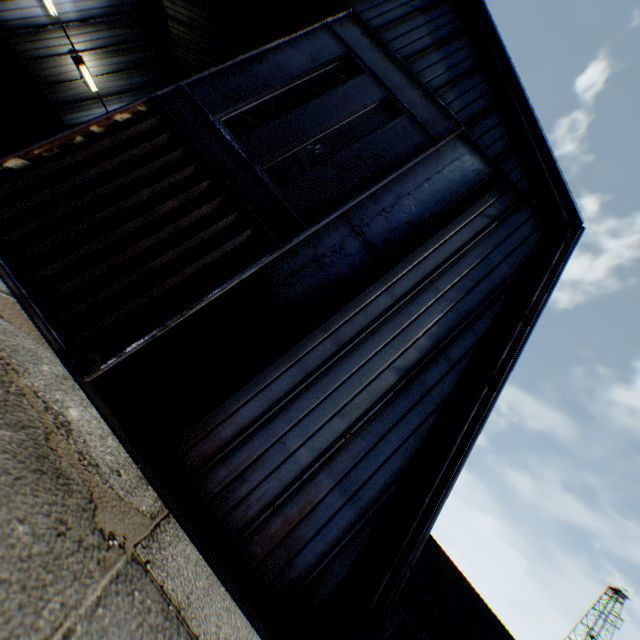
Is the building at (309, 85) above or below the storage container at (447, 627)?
above

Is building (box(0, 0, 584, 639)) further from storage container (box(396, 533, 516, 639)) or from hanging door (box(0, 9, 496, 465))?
storage container (box(396, 533, 516, 639))

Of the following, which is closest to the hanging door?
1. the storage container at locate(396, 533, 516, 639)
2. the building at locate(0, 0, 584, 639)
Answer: the building at locate(0, 0, 584, 639)

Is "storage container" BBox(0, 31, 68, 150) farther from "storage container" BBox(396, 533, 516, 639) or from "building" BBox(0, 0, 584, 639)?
"storage container" BBox(396, 533, 516, 639)

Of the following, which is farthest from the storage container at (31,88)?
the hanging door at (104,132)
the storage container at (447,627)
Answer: the storage container at (447,627)

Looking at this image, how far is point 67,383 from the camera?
5.0 meters

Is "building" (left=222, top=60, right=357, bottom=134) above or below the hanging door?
above

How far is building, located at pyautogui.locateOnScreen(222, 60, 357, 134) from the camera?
17.6 meters
